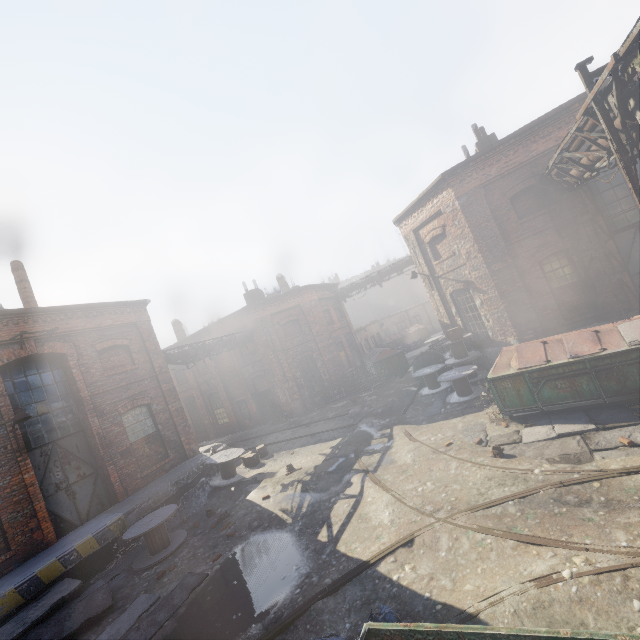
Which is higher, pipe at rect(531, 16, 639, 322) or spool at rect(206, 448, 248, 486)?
pipe at rect(531, 16, 639, 322)

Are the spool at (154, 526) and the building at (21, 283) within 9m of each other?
no

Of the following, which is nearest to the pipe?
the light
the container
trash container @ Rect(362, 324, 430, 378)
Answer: the container

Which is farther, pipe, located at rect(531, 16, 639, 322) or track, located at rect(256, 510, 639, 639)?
pipe, located at rect(531, 16, 639, 322)

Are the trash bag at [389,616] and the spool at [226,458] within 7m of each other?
no

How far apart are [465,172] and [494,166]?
1.0m

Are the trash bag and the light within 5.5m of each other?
no

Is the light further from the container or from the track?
the container
